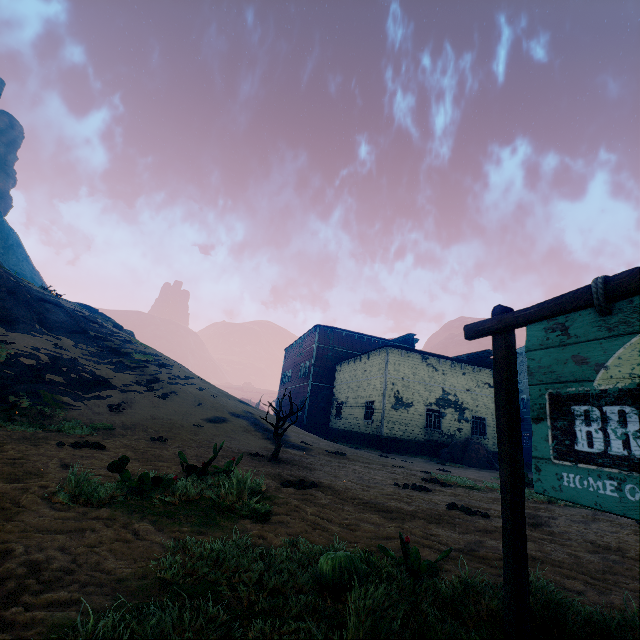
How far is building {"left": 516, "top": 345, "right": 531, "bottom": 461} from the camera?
34.59m

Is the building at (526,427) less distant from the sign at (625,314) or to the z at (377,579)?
the z at (377,579)

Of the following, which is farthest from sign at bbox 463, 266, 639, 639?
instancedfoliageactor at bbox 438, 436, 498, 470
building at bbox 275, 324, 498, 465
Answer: instancedfoliageactor at bbox 438, 436, 498, 470

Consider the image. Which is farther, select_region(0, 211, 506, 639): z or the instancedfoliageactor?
the instancedfoliageactor

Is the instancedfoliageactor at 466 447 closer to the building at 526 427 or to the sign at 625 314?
the building at 526 427

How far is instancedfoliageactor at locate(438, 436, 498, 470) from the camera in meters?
19.1 m

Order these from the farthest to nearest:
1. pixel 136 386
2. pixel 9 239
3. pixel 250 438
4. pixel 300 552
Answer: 1. pixel 9 239
2. pixel 136 386
3. pixel 250 438
4. pixel 300 552

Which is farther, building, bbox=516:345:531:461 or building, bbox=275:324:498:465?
building, bbox=516:345:531:461
